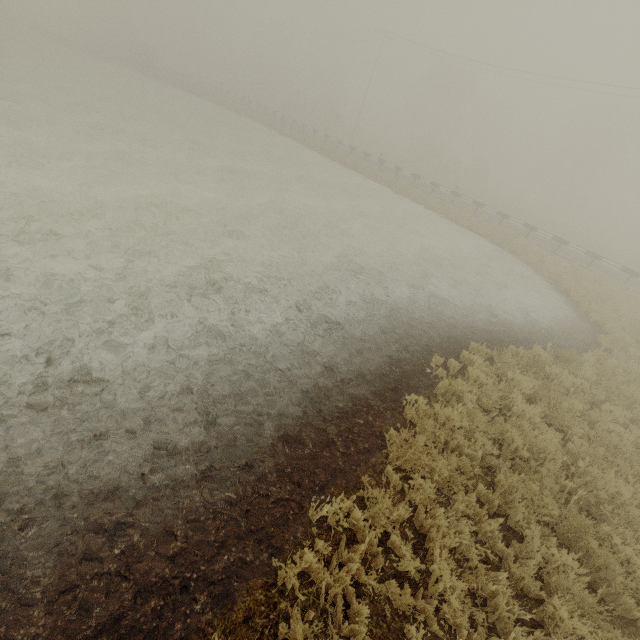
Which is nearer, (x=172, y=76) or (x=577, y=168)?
(x=172, y=76)

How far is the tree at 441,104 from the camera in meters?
42.7 m

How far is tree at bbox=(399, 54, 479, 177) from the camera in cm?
4269
